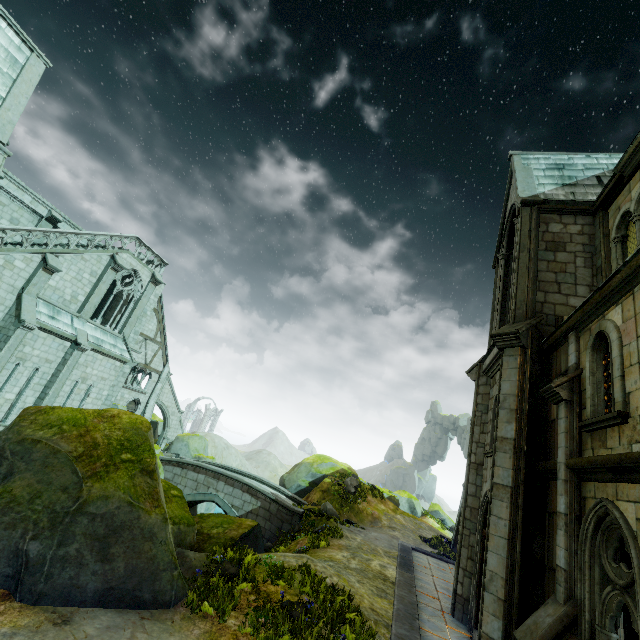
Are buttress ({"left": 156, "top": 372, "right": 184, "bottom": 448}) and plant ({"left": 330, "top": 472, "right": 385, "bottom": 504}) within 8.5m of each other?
no

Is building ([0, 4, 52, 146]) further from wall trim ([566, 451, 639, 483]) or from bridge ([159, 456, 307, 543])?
bridge ([159, 456, 307, 543])

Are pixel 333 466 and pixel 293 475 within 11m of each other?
yes

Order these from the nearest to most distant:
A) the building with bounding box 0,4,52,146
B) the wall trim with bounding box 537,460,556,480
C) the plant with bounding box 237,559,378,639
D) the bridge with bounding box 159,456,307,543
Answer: the plant with bounding box 237,559,378,639
the wall trim with bounding box 537,460,556,480
the building with bounding box 0,4,52,146
the bridge with bounding box 159,456,307,543

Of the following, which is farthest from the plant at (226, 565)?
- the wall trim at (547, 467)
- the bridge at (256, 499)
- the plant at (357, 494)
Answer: the plant at (357, 494)

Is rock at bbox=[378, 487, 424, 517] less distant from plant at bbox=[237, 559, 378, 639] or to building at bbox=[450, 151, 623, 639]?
building at bbox=[450, 151, 623, 639]

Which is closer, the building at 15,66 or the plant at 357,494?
the building at 15,66

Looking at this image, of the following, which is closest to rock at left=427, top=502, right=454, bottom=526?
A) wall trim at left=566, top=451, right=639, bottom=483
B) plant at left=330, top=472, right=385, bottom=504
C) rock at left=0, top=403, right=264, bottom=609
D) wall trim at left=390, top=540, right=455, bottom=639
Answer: plant at left=330, top=472, right=385, bottom=504
